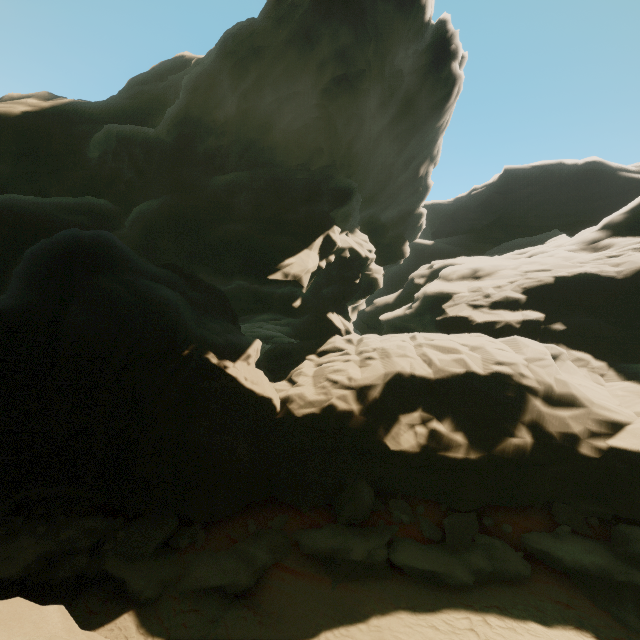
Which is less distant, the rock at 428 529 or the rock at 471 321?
the rock at 471 321

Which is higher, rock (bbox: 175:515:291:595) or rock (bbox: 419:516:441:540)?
rock (bbox: 419:516:441:540)

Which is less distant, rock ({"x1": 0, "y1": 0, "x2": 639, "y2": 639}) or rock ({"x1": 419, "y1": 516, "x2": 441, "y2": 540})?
rock ({"x1": 0, "y1": 0, "x2": 639, "y2": 639})

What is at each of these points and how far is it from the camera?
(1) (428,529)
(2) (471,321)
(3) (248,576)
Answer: (1) rock, 10.5m
(2) rock, 17.4m
(3) rock, 9.9m

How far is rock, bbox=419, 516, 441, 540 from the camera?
10.3 meters
